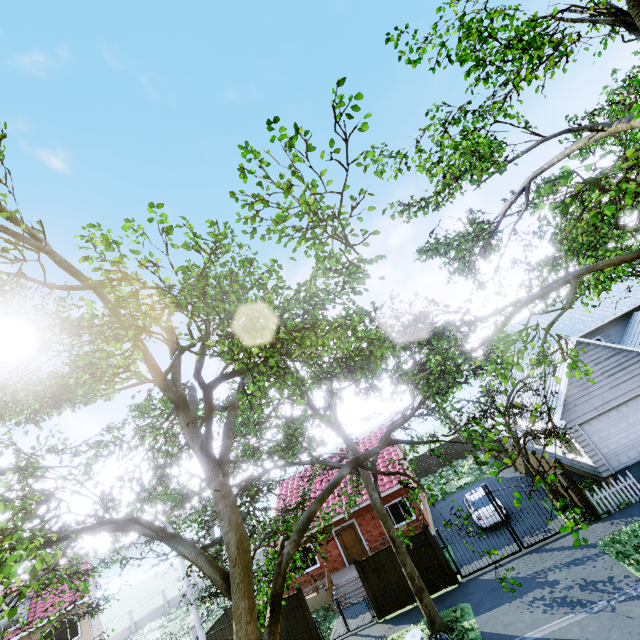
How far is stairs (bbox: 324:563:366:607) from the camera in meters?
17.5 m

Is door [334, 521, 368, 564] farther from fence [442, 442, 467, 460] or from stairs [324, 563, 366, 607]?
fence [442, 442, 467, 460]

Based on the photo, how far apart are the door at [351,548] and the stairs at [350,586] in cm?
194

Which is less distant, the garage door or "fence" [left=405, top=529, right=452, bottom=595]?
"fence" [left=405, top=529, right=452, bottom=595]

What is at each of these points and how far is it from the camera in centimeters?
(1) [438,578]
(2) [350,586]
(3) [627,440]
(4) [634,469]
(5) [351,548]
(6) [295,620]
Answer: (1) fence, 1453cm
(2) stairs, 1802cm
(3) garage door, 1567cm
(4) garage entrance, 1486cm
(5) door, 2064cm
(6) fence, 1552cm

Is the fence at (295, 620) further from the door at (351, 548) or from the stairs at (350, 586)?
the door at (351, 548)

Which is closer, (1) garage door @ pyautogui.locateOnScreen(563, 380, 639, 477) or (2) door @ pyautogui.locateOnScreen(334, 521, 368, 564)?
(1) garage door @ pyautogui.locateOnScreen(563, 380, 639, 477)

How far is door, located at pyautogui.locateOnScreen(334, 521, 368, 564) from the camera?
20.4m
